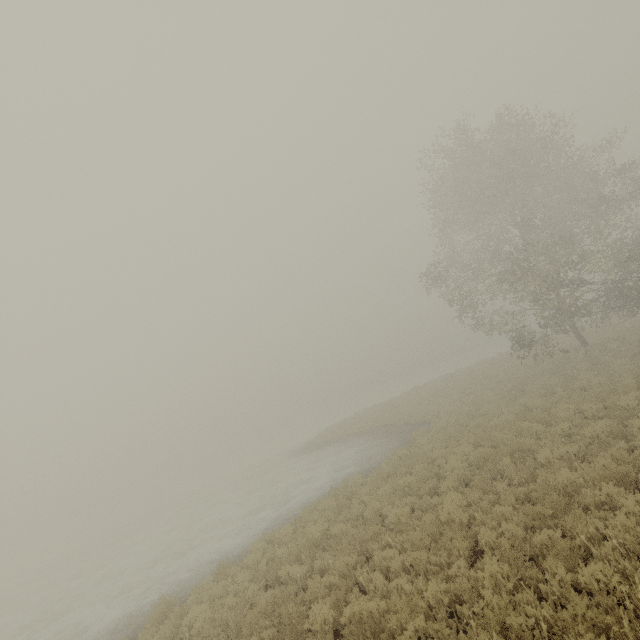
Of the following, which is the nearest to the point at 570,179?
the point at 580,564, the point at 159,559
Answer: the point at 580,564
